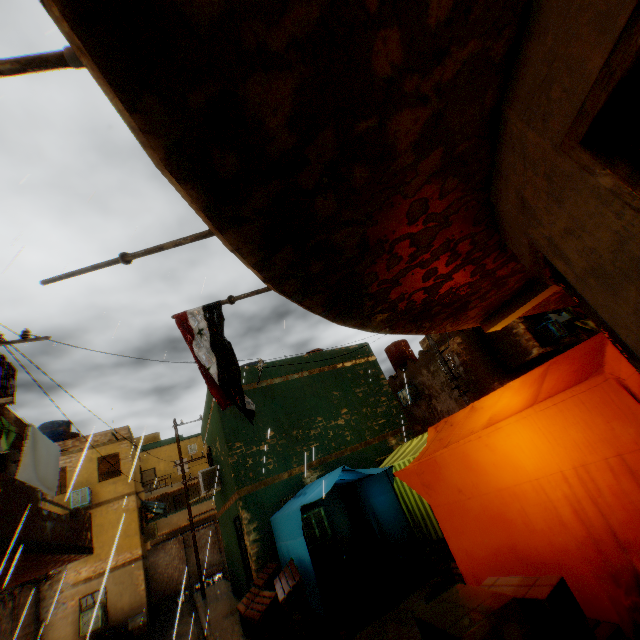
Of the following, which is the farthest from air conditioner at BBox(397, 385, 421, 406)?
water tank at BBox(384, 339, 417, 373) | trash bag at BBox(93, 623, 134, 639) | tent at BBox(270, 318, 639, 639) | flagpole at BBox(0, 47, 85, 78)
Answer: trash bag at BBox(93, 623, 134, 639)

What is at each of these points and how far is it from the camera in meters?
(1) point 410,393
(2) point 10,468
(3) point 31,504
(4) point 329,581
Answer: (1) air conditioner, 17.1 m
(2) building, 9.0 m
(3) balcony, 4.5 m
(4) table, 6.6 m

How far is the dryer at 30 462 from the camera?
7.14m

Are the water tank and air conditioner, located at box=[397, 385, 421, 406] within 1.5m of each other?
no

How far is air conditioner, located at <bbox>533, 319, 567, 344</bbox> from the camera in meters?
13.9 m

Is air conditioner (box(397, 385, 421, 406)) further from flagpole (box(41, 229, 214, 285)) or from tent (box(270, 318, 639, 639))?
flagpole (box(41, 229, 214, 285))

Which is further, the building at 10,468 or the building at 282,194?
the building at 10,468

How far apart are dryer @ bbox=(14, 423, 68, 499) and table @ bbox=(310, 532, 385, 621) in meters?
0.4
